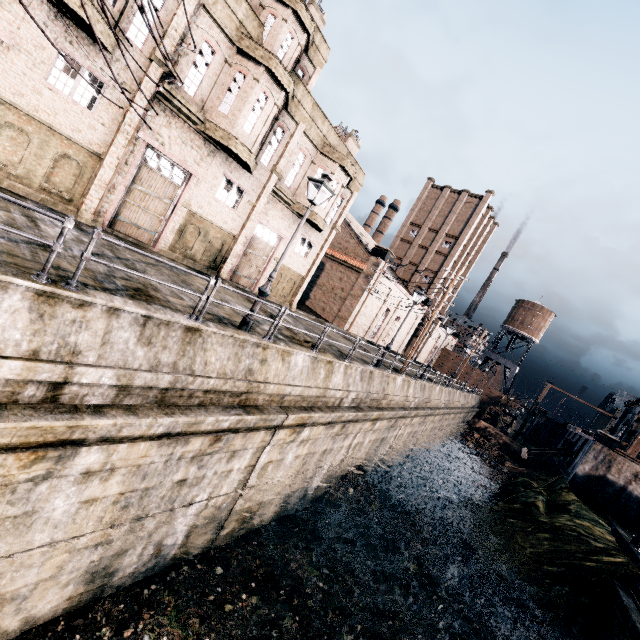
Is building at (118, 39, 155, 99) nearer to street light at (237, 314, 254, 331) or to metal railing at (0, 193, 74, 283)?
street light at (237, 314, 254, 331)

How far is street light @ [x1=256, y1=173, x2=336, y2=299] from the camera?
10.3m

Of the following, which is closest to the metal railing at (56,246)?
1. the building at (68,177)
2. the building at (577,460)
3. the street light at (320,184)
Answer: the street light at (320,184)

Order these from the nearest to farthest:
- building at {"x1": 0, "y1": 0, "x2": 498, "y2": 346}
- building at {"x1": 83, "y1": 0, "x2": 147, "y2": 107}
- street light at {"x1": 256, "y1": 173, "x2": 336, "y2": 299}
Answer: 1. street light at {"x1": 256, "y1": 173, "x2": 336, "y2": 299}
2. building at {"x1": 83, "y1": 0, "x2": 147, "y2": 107}
3. building at {"x1": 0, "y1": 0, "x2": 498, "y2": 346}

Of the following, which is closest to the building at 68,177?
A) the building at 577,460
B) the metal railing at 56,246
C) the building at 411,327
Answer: the building at 411,327

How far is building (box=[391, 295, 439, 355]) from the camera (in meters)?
49.82

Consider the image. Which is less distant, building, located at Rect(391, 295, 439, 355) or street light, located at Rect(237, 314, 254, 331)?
street light, located at Rect(237, 314, 254, 331)

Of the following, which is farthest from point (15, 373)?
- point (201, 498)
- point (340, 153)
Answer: point (340, 153)
